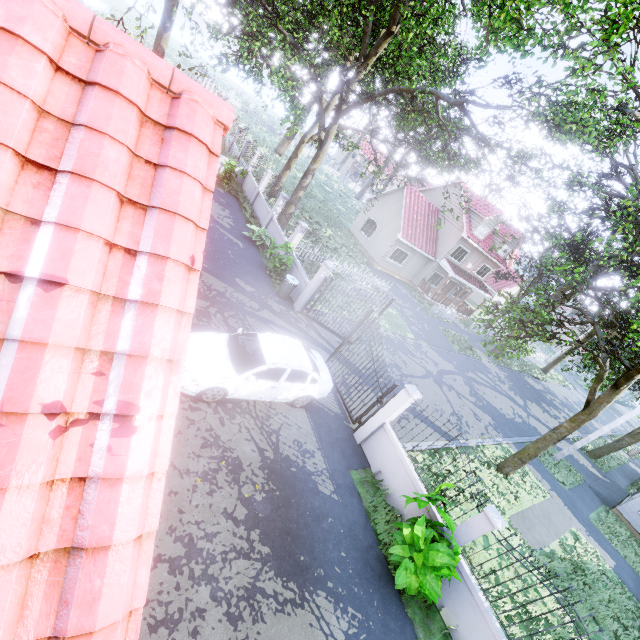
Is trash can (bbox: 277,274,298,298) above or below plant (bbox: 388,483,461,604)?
below

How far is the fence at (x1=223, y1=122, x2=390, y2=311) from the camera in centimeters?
1368cm

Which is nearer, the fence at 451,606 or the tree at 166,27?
the fence at 451,606

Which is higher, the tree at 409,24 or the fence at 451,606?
the tree at 409,24

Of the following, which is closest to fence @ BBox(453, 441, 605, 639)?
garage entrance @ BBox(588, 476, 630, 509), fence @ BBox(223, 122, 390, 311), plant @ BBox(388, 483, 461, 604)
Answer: plant @ BBox(388, 483, 461, 604)

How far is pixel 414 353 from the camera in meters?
18.6 m

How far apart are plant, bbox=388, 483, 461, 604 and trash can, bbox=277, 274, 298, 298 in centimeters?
870cm

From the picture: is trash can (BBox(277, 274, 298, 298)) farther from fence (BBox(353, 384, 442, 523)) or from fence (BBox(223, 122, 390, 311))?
fence (BBox(353, 384, 442, 523))
